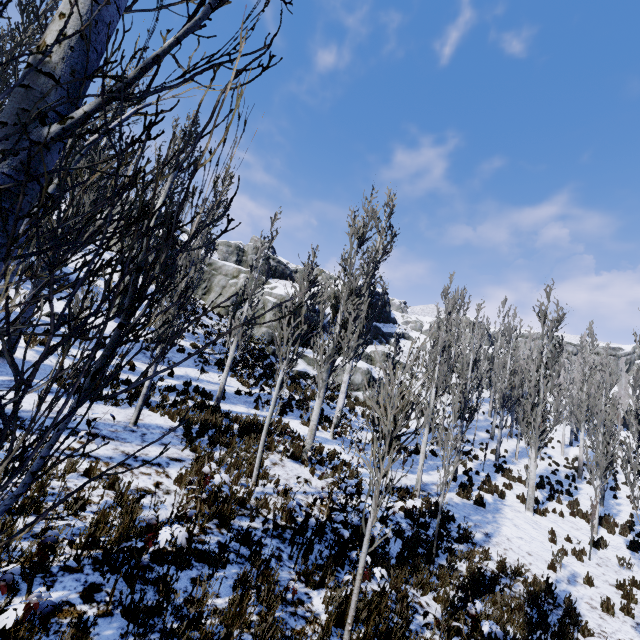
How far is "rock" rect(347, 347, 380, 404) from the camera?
24.0 meters

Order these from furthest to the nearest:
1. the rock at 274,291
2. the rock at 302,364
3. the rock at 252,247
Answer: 1. the rock at 252,247
2. the rock at 274,291
3. the rock at 302,364

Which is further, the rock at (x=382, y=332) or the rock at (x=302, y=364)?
the rock at (x=382, y=332)

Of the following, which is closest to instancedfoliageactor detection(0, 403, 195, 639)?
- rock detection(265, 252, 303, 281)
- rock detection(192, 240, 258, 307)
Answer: rock detection(192, 240, 258, 307)

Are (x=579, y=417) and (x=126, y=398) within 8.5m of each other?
no

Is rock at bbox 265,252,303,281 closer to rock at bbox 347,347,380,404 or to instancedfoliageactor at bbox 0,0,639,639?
rock at bbox 347,347,380,404

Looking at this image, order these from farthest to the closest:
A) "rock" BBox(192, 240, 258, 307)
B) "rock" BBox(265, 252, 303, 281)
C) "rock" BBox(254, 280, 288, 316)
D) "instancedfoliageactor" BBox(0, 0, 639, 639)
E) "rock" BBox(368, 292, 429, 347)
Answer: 1. "rock" BBox(265, 252, 303, 281)
2. "rock" BBox(368, 292, 429, 347)
3. "rock" BBox(192, 240, 258, 307)
4. "rock" BBox(254, 280, 288, 316)
5. "instancedfoliageactor" BBox(0, 0, 639, 639)

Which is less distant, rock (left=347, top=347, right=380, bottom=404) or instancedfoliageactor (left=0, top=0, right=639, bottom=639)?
instancedfoliageactor (left=0, top=0, right=639, bottom=639)
